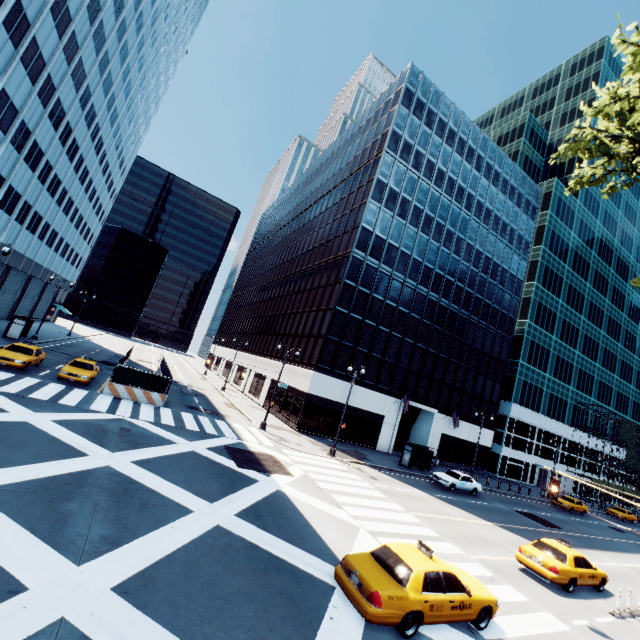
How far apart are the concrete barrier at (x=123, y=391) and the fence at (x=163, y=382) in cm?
1

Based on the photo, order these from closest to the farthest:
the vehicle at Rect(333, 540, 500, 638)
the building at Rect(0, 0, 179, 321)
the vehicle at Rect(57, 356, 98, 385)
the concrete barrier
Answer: the vehicle at Rect(333, 540, 500, 638) < the vehicle at Rect(57, 356, 98, 385) < the concrete barrier < the building at Rect(0, 0, 179, 321)

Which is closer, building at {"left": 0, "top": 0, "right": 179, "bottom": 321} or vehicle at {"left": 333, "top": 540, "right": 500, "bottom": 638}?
vehicle at {"left": 333, "top": 540, "right": 500, "bottom": 638}

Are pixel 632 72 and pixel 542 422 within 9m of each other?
no

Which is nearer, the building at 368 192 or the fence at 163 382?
the fence at 163 382

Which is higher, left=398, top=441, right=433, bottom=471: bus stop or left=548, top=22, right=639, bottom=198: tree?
left=548, top=22, right=639, bottom=198: tree

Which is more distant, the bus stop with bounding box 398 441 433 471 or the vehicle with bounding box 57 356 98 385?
the bus stop with bounding box 398 441 433 471

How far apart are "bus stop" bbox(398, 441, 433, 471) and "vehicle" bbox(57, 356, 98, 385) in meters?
26.7
